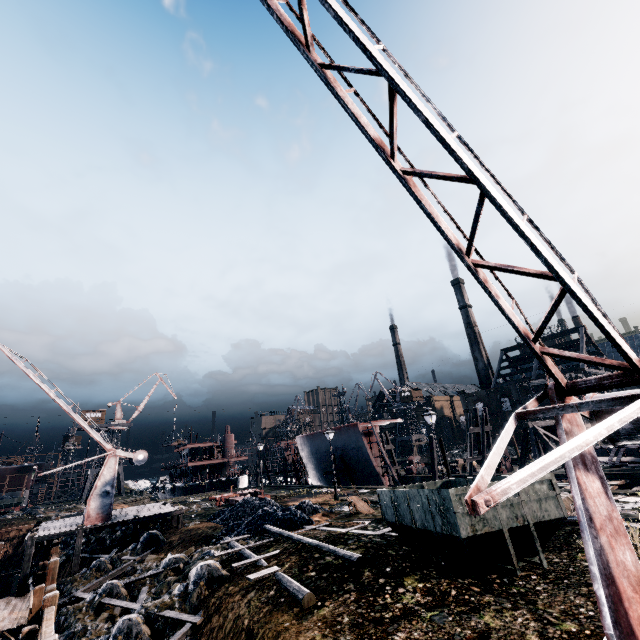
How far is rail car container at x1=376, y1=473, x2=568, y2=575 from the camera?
8.6 meters

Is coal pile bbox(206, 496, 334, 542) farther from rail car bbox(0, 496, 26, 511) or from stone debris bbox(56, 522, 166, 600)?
rail car bbox(0, 496, 26, 511)

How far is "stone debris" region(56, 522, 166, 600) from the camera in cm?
1736

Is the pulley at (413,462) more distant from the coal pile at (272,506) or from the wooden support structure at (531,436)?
the coal pile at (272,506)

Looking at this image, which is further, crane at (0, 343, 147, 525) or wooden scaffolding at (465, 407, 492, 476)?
wooden scaffolding at (465, 407, 492, 476)

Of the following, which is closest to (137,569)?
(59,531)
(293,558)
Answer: (59,531)

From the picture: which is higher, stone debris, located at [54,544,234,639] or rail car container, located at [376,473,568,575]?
rail car container, located at [376,473,568,575]

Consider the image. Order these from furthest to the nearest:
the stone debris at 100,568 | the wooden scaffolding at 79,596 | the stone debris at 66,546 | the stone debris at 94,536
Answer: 1. the stone debris at 94,536
2. the stone debris at 66,546
3. the stone debris at 100,568
4. the wooden scaffolding at 79,596
